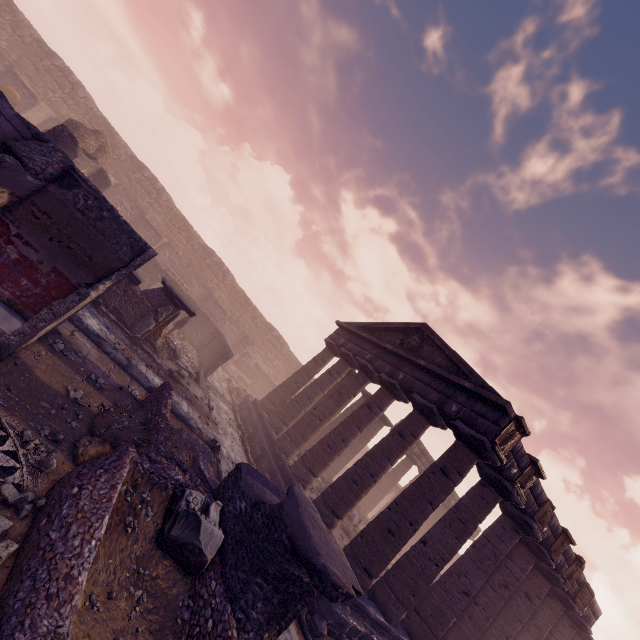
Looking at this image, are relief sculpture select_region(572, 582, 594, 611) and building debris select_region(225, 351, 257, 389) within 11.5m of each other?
no

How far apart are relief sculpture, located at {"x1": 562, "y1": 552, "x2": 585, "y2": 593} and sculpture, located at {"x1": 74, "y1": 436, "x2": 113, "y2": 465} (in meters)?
17.01

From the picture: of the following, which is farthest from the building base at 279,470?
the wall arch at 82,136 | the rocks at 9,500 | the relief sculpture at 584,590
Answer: the wall arch at 82,136

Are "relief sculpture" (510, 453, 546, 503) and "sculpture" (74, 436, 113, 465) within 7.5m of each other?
no

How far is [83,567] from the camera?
3.58m

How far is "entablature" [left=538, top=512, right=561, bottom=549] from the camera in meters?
11.6 m

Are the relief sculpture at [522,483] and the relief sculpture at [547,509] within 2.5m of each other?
yes
